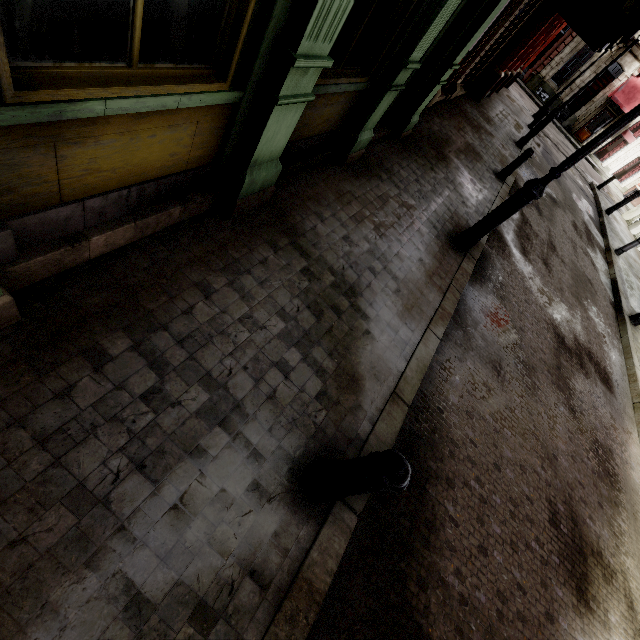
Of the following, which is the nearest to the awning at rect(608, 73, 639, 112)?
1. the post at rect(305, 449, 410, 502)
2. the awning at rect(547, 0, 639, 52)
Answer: the awning at rect(547, 0, 639, 52)

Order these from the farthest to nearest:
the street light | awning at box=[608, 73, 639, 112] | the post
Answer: awning at box=[608, 73, 639, 112], the street light, the post

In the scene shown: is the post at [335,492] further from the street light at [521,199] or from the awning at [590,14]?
the awning at [590,14]

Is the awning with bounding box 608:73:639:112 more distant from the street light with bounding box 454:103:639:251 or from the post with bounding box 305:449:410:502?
the post with bounding box 305:449:410:502

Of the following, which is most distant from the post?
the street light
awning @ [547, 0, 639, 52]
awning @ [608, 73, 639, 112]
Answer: awning @ [608, 73, 639, 112]

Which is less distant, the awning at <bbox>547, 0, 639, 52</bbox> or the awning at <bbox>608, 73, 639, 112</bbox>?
the awning at <bbox>547, 0, 639, 52</bbox>

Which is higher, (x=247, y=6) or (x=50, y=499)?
(x=247, y=6)

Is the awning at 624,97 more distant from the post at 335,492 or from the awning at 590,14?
the post at 335,492
